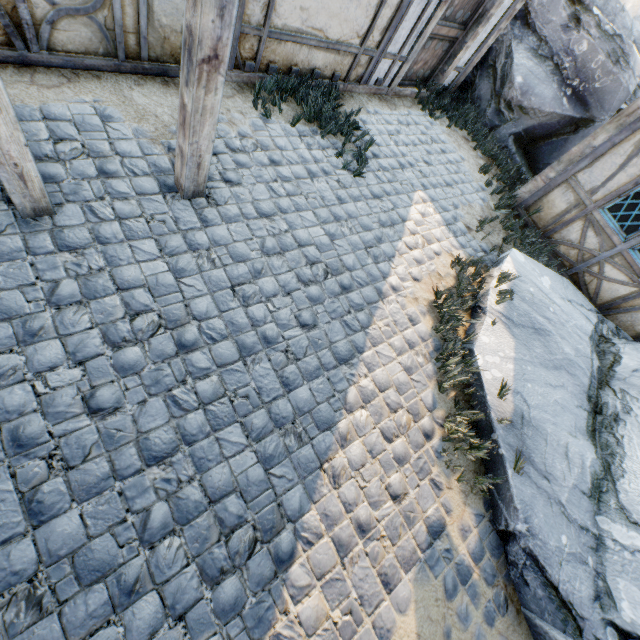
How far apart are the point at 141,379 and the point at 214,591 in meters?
1.7 m

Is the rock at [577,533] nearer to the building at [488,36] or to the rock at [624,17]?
the rock at [624,17]

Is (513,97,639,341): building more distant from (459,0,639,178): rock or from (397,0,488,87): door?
(397,0,488,87): door

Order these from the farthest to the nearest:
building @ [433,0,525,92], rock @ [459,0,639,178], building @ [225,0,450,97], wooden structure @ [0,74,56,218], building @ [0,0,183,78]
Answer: rock @ [459,0,639,178]
building @ [433,0,525,92]
building @ [225,0,450,97]
building @ [0,0,183,78]
wooden structure @ [0,74,56,218]

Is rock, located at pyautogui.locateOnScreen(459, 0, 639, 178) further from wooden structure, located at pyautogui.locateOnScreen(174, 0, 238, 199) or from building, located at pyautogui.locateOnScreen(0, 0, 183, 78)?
wooden structure, located at pyautogui.locateOnScreen(174, 0, 238, 199)

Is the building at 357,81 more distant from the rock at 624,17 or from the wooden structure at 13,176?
the rock at 624,17

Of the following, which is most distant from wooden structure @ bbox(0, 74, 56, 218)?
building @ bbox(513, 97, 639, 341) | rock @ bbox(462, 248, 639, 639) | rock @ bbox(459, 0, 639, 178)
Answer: rock @ bbox(459, 0, 639, 178)

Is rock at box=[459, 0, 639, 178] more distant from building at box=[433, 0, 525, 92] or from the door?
the door
